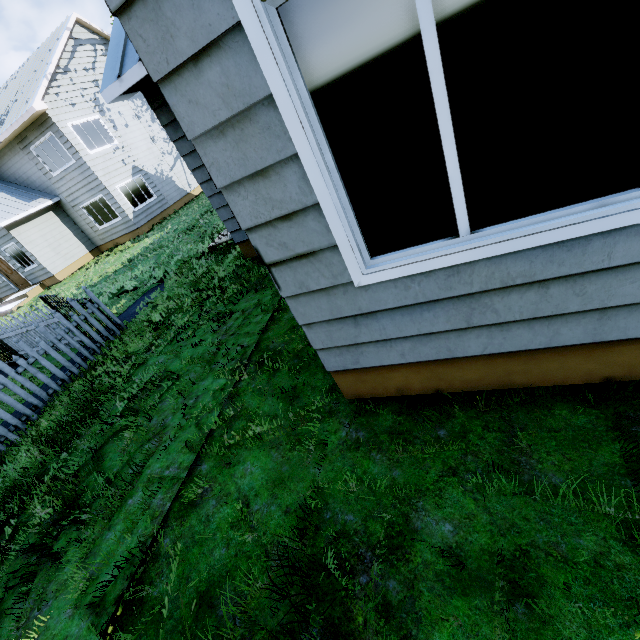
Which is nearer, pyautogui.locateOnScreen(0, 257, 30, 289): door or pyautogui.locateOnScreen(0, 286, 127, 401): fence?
pyautogui.locateOnScreen(0, 286, 127, 401): fence

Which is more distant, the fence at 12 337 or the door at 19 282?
the door at 19 282

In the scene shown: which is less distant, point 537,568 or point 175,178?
point 537,568
